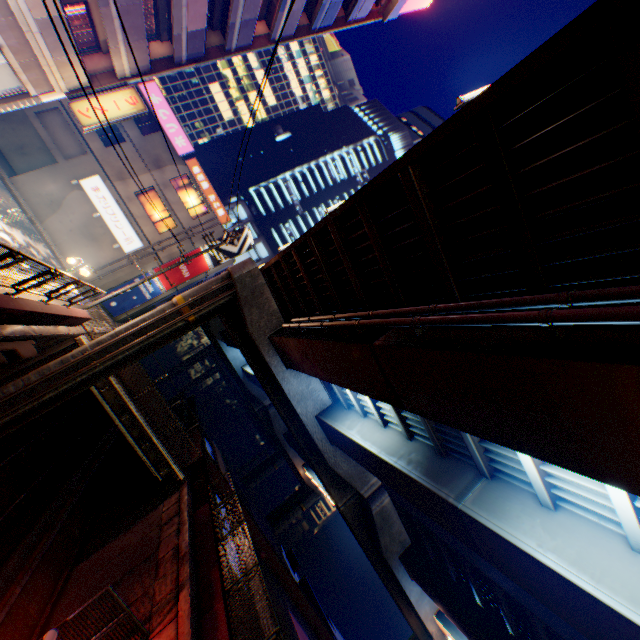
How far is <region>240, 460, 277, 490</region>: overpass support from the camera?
58.1m

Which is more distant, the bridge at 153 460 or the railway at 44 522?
the bridge at 153 460

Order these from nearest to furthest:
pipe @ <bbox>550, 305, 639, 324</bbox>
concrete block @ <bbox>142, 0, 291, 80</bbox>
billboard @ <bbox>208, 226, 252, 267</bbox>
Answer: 1. pipe @ <bbox>550, 305, 639, 324</bbox>
2. concrete block @ <bbox>142, 0, 291, 80</bbox>
3. billboard @ <bbox>208, 226, 252, 267</bbox>

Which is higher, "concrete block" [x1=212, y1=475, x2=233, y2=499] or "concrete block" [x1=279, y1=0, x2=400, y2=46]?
"concrete block" [x1=279, y1=0, x2=400, y2=46]

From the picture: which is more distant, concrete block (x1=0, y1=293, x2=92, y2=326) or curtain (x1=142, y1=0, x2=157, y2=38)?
curtain (x1=142, y1=0, x2=157, y2=38)

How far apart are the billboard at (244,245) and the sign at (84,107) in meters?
11.7 m

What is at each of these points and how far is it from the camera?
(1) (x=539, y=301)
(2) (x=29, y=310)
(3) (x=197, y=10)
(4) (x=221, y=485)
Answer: (1) pipe, 5.0 meters
(2) concrete block, 9.4 meters
(3) balcony, 15.4 meters
(4) concrete block, 23.6 meters

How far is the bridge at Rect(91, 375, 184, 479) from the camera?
17.39m
